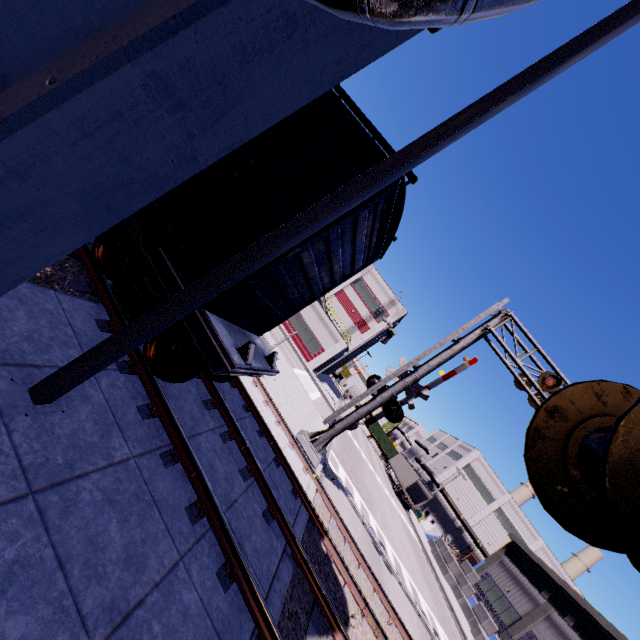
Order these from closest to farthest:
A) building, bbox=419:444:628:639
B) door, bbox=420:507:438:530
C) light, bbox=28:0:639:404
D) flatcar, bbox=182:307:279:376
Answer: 1. light, bbox=28:0:639:404
2. flatcar, bbox=182:307:279:376
3. building, bbox=419:444:628:639
4. door, bbox=420:507:438:530

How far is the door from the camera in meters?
53.8 m

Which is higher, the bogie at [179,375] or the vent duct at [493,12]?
the vent duct at [493,12]

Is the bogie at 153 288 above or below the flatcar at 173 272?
below

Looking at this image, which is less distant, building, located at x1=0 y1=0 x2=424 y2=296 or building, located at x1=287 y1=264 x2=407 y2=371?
building, located at x1=0 y1=0 x2=424 y2=296

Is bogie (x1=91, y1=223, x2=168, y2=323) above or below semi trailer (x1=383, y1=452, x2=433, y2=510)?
below

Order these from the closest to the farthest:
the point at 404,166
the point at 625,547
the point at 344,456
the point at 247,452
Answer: the point at 625,547
the point at 404,166
the point at 247,452
the point at 344,456

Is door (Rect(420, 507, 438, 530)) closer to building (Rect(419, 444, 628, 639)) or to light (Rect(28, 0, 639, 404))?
building (Rect(419, 444, 628, 639))
